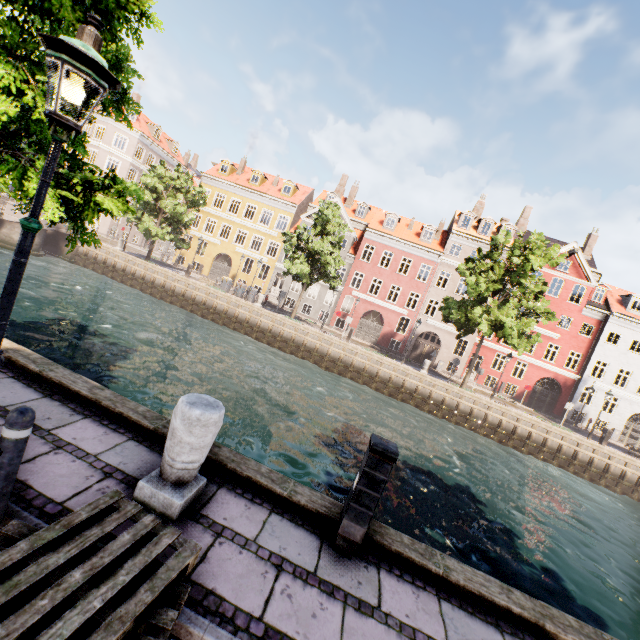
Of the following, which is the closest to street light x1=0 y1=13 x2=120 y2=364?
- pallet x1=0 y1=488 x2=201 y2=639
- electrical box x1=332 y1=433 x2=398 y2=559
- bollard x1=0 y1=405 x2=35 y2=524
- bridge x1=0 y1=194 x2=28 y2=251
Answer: bollard x1=0 y1=405 x2=35 y2=524

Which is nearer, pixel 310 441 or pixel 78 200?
pixel 78 200

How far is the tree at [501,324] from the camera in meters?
20.8 m

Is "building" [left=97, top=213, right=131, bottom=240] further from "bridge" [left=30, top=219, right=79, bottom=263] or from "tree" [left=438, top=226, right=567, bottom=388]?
"bridge" [left=30, top=219, right=79, bottom=263]

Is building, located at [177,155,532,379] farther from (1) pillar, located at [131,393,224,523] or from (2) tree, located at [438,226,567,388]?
(1) pillar, located at [131,393,224,523]

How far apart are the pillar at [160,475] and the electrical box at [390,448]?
1.56m

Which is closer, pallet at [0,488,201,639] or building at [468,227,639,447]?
pallet at [0,488,201,639]

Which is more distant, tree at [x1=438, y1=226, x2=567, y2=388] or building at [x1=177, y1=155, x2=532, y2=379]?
building at [x1=177, y1=155, x2=532, y2=379]
